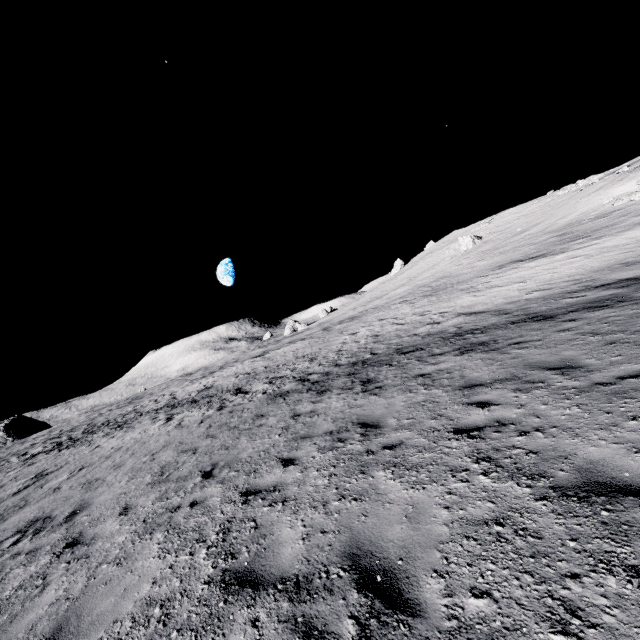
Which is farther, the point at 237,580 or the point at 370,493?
the point at 370,493

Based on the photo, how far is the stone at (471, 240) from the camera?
49.8 meters

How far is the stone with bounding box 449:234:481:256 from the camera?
49.8 meters
